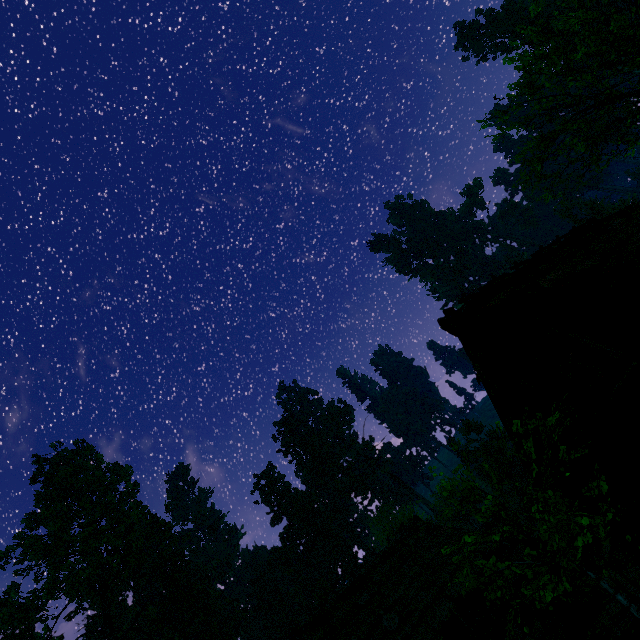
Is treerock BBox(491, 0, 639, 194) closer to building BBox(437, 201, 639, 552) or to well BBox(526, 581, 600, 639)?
building BBox(437, 201, 639, 552)

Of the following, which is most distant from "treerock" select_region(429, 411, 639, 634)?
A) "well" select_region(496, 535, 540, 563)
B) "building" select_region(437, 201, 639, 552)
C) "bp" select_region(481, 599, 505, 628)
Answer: "well" select_region(496, 535, 540, 563)

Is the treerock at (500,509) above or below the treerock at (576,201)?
below

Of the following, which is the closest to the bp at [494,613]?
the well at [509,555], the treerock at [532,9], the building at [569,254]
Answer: the building at [569,254]

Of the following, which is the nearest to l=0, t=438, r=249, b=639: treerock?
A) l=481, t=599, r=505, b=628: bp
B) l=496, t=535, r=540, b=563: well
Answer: l=481, t=599, r=505, b=628: bp

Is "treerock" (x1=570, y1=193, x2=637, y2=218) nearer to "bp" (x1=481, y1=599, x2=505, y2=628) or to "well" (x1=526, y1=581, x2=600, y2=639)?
"bp" (x1=481, y1=599, x2=505, y2=628)

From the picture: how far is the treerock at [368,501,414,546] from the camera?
28.38m

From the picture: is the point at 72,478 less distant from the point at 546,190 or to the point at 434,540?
the point at 434,540
